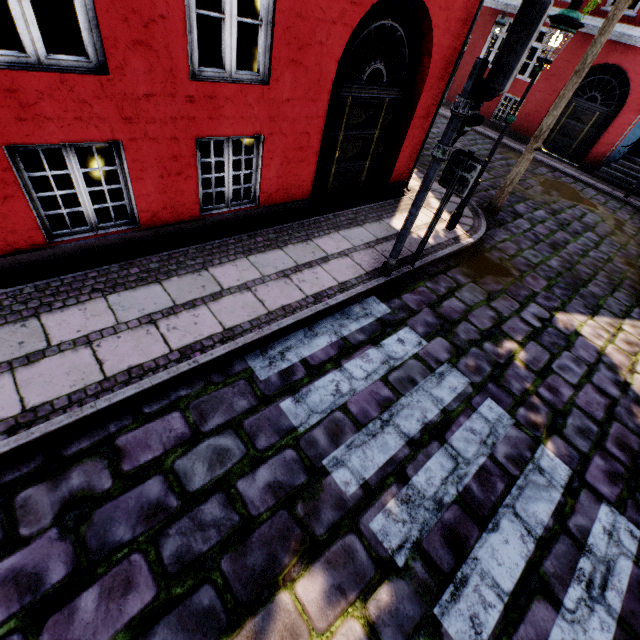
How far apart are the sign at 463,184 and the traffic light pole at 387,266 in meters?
0.6

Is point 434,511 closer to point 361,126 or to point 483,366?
point 483,366

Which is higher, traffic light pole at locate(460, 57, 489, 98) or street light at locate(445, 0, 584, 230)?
street light at locate(445, 0, 584, 230)

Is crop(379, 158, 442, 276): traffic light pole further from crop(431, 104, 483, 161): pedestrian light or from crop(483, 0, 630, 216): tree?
crop(483, 0, 630, 216): tree

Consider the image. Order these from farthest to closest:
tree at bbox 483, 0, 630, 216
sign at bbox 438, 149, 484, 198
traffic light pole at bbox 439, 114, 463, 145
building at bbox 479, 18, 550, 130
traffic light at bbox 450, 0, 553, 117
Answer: building at bbox 479, 18, 550, 130 → tree at bbox 483, 0, 630, 216 → sign at bbox 438, 149, 484, 198 → traffic light pole at bbox 439, 114, 463, 145 → traffic light at bbox 450, 0, 553, 117

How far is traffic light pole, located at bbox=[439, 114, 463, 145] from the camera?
3.80m

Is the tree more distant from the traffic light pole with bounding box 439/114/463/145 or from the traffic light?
the traffic light pole with bounding box 439/114/463/145

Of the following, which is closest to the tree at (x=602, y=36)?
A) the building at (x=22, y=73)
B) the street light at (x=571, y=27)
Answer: the street light at (x=571, y=27)
